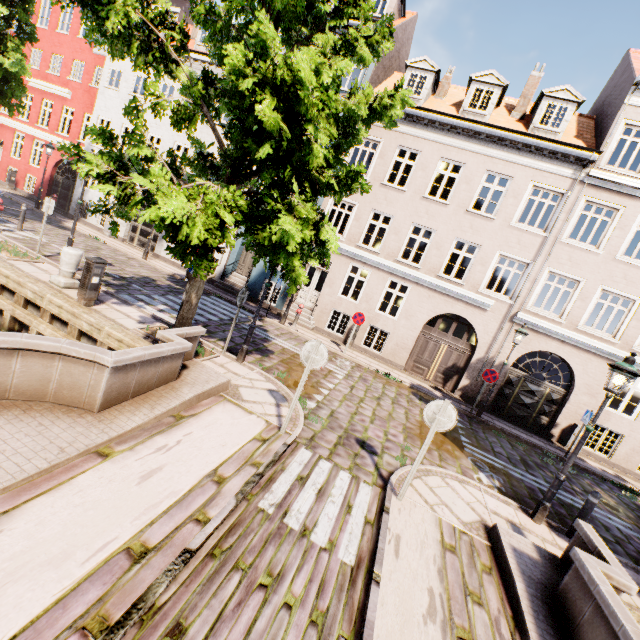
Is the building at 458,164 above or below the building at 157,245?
above

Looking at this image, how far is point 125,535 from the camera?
3.3 meters

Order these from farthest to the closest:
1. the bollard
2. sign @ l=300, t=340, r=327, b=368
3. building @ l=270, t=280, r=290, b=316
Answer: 1. building @ l=270, t=280, r=290, b=316
2. the bollard
3. sign @ l=300, t=340, r=327, b=368

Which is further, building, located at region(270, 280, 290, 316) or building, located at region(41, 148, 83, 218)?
building, located at region(41, 148, 83, 218)

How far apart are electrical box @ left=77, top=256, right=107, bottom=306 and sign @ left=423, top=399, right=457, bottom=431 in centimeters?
840cm

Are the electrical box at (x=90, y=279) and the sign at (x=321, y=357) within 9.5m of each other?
yes

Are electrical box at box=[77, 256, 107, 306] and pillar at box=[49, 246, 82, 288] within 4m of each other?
yes

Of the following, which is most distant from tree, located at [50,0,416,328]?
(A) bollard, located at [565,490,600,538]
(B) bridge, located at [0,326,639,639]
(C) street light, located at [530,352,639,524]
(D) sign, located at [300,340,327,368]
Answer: (A) bollard, located at [565,490,600,538]
